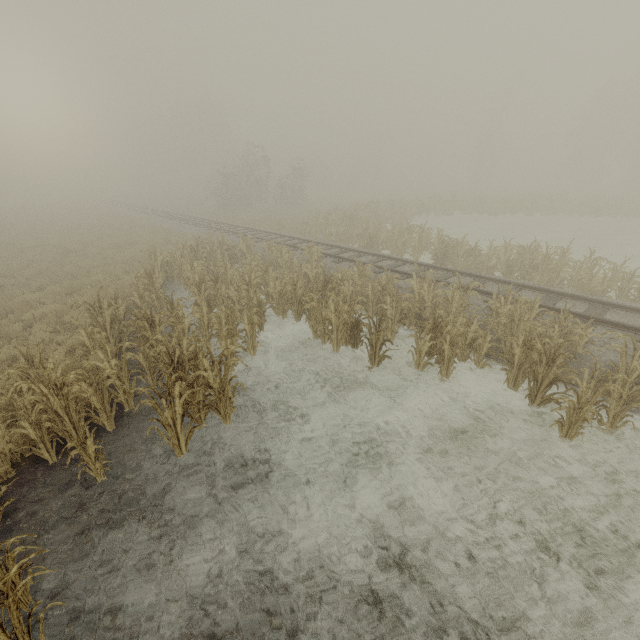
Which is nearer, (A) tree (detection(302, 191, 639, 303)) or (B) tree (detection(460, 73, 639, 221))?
(A) tree (detection(302, 191, 639, 303))

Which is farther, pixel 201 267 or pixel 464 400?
pixel 201 267

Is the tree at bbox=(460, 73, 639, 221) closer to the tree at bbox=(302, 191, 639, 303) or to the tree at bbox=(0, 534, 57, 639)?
the tree at bbox=(302, 191, 639, 303)

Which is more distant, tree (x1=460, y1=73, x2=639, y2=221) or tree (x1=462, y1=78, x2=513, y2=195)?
tree (x1=462, y1=78, x2=513, y2=195)

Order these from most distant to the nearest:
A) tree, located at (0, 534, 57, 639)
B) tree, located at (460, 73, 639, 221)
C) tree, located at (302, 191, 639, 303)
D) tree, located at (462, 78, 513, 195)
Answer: tree, located at (462, 78, 513, 195), tree, located at (460, 73, 639, 221), tree, located at (302, 191, 639, 303), tree, located at (0, 534, 57, 639)

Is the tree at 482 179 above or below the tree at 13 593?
above

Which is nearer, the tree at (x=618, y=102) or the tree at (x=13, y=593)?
the tree at (x=13, y=593)
